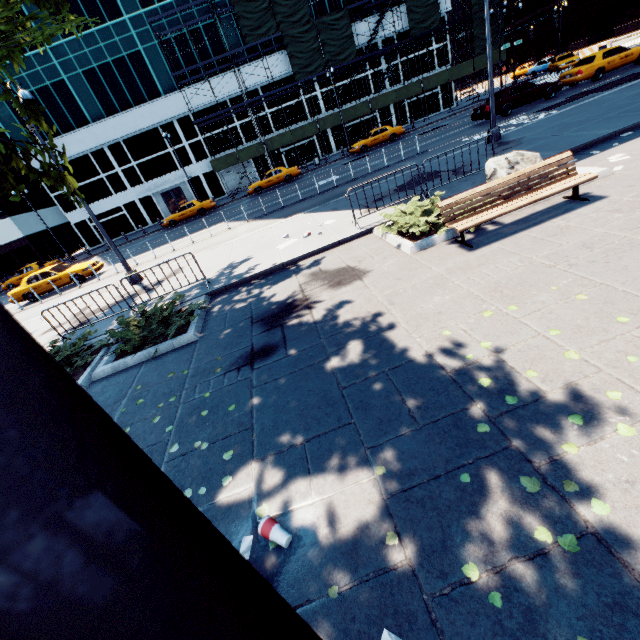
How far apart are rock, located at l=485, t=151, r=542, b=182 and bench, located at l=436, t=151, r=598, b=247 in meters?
0.8 m

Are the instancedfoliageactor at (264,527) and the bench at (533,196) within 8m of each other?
yes

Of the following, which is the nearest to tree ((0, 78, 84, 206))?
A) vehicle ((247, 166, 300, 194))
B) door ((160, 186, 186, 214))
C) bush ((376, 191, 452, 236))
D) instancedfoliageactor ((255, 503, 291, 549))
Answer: instancedfoliageactor ((255, 503, 291, 549))

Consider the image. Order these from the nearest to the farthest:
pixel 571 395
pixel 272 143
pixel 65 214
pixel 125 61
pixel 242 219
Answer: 1. pixel 571 395
2. pixel 242 219
3. pixel 125 61
4. pixel 272 143
5. pixel 65 214

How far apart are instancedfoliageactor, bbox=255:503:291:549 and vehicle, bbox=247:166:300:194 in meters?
30.2 m

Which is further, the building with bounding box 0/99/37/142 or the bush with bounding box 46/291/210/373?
the building with bounding box 0/99/37/142

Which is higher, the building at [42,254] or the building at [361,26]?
the building at [361,26]

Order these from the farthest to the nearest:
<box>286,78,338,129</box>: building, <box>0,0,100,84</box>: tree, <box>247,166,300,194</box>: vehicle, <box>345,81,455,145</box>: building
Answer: <box>345,81,455,145</box>: building
<box>286,78,338,129</box>: building
<box>247,166,300,194</box>: vehicle
<box>0,0,100,84</box>: tree
